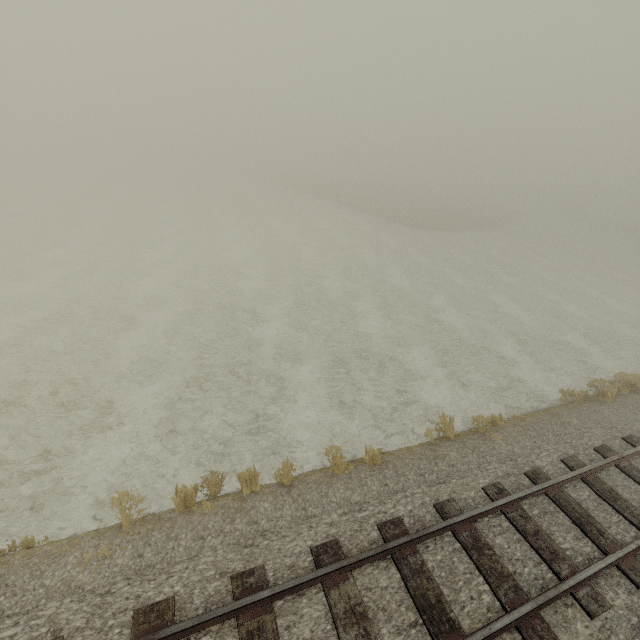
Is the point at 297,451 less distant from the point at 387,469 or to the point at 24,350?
the point at 387,469
